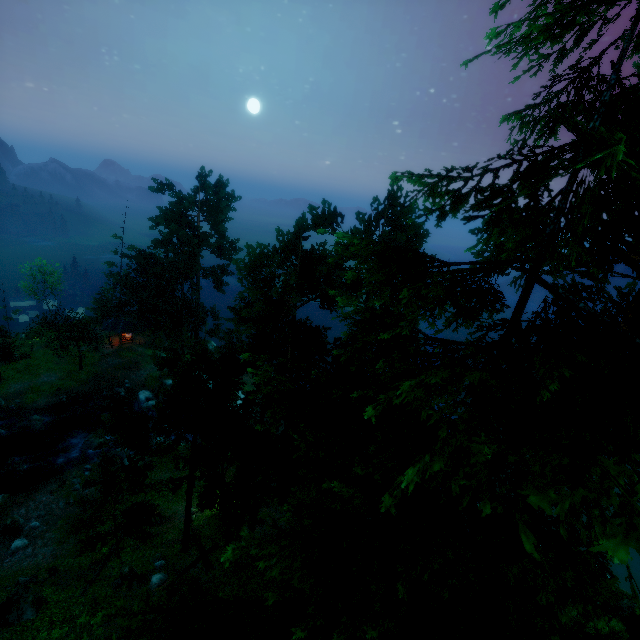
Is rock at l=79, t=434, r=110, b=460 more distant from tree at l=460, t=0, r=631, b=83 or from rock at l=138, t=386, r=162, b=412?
tree at l=460, t=0, r=631, b=83

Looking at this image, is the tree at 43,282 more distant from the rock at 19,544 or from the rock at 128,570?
the rock at 19,544

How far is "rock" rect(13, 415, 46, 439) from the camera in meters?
33.1 m

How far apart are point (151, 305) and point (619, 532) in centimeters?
5106cm

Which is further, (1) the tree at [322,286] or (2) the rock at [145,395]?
(2) the rock at [145,395]

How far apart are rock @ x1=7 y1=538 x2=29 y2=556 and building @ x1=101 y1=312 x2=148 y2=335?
27.6 meters

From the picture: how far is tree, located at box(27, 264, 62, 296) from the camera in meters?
47.2 m

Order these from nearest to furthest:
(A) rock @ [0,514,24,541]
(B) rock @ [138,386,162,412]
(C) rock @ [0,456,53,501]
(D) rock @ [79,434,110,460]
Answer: (A) rock @ [0,514,24,541] < (C) rock @ [0,456,53,501] < (D) rock @ [79,434,110,460] < (B) rock @ [138,386,162,412]
